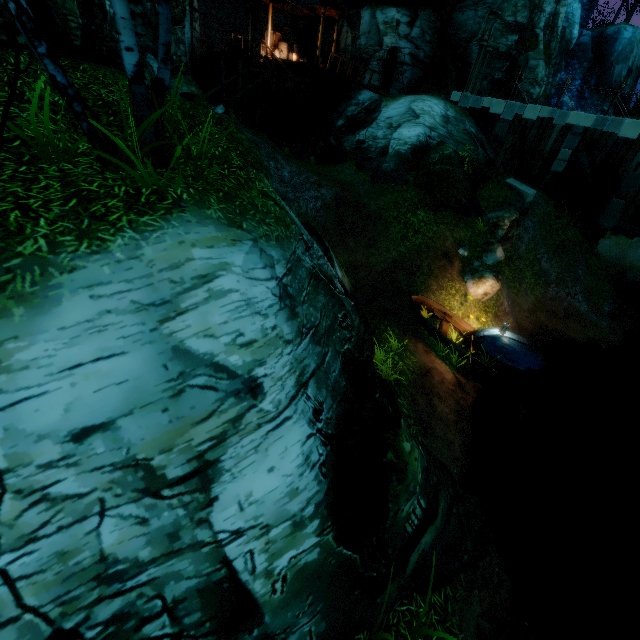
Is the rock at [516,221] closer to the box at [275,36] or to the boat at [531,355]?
the boat at [531,355]

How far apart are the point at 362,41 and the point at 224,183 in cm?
2324

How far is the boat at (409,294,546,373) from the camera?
11.39m

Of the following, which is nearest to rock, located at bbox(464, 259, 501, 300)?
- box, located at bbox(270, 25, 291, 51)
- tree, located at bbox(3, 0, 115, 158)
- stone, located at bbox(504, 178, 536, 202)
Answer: stone, located at bbox(504, 178, 536, 202)

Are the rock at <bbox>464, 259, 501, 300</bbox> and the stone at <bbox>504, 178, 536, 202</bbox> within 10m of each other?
yes

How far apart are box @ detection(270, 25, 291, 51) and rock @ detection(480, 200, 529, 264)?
17.7m

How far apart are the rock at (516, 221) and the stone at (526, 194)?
2.11m

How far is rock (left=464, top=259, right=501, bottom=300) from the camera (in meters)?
12.87
